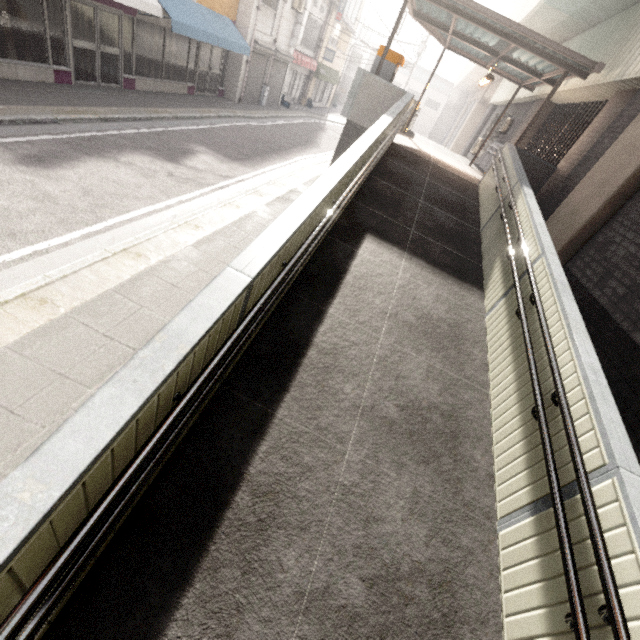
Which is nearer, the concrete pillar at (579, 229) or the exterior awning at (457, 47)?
the concrete pillar at (579, 229)

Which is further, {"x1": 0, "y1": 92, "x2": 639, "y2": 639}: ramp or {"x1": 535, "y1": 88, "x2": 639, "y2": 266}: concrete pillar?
{"x1": 535, "y1": 88, "x2": 639, "y2": 266}: concrete pillar

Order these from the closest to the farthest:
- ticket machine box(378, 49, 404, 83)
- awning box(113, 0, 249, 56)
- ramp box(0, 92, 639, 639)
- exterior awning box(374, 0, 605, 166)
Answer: ramp box(0, 92, 639, 639) < exterior awning box(374, 0, 605, 166) < ticket machine box(378, 49, 404, 83) < awning box(113, 0, 249, 56)

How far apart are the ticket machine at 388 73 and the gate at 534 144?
5.4m

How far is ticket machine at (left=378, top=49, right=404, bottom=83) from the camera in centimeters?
890cm

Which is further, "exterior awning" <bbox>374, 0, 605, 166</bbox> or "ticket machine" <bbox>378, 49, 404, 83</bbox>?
"ticket machine" <bbox>378, 49, 404, 83</bbox>

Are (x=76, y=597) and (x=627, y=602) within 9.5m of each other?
yes

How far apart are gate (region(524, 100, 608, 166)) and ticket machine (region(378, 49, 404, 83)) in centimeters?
543cm
